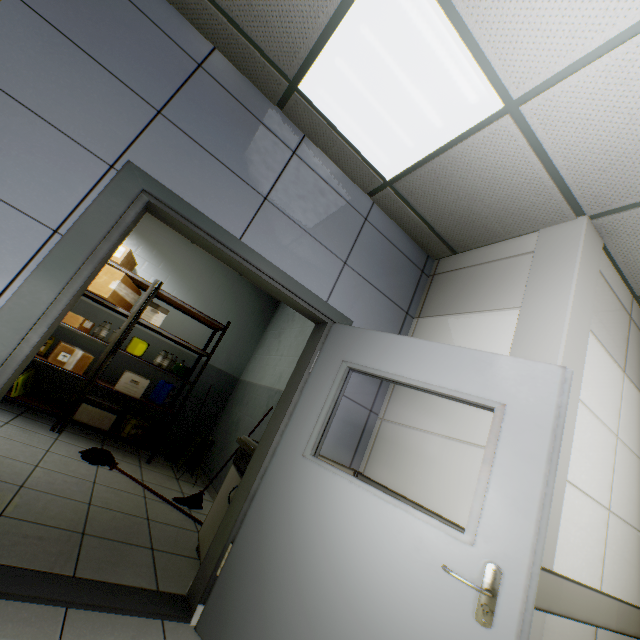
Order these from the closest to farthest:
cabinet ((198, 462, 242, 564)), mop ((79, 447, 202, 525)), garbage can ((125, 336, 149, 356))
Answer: cabinet ((198, 462, 242, 564)) < mop ((79, 447, 202, 525)) < garbage can ((125, 336, 149, 356))

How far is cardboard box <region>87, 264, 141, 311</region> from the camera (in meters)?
4.18

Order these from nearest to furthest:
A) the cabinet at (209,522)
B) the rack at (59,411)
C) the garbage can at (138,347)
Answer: the cabinet at (209,522) → the rack at (59,411) → the garbage can at (138,347)

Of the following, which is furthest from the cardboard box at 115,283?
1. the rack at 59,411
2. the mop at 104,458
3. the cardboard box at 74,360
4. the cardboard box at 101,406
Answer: the mop at 104,458

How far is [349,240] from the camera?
2.74m

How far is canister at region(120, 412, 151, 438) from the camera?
4.4 meters

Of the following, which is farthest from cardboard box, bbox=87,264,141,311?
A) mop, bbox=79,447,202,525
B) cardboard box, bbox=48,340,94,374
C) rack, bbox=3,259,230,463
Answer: mop, bbox=79,447,202,525

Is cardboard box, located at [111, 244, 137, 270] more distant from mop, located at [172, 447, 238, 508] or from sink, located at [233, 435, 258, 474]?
sink, located at [233, 435, 258, 474]
